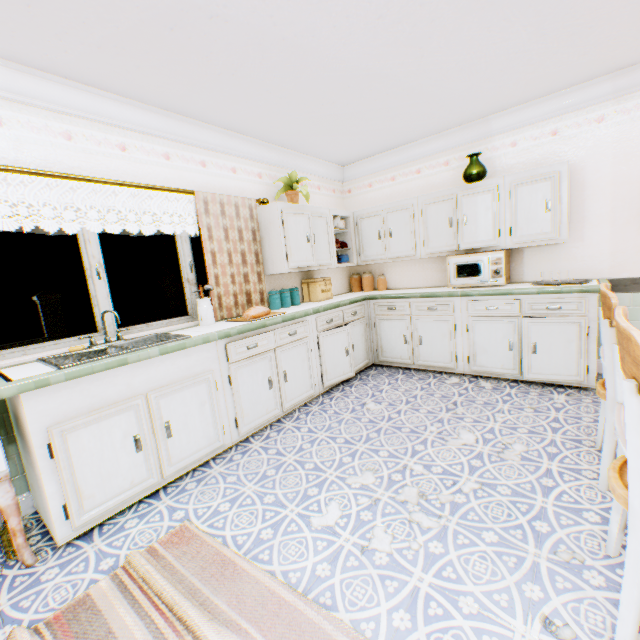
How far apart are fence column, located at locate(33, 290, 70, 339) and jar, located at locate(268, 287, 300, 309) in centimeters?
1431cm

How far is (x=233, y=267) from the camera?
3.7m

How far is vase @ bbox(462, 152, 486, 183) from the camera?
3.9 meters

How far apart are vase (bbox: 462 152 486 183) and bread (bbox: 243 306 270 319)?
3.0 meters

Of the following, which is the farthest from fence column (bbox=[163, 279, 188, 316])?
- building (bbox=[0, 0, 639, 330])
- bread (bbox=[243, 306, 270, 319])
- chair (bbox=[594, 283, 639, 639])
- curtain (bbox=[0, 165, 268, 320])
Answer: chair (bbox=[594, 283, 639, 639])

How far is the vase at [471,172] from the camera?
3.94m

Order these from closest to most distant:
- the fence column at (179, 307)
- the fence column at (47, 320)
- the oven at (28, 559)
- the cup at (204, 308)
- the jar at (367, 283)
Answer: the oven at (28, 559) → the cup at (204, 308) → the jar at (367, 283) → the fence column at (47, 320) → the fence column at (179, 307)

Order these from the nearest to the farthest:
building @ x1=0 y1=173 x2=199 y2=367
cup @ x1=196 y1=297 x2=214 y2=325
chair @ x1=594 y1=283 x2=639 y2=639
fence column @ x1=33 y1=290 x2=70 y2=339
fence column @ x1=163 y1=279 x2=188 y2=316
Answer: chair @ x1=594 y1=283 x2=639 y2=639, building @ x1=0 y1=173 x2=199 y2=367, cup @ x1=196 y1=297 x2=214 y2=325, fence column @ x1=33 y1=290 x2=70 y2=339, fence column @ x1=163 y1=279 x2=188 y2=316
